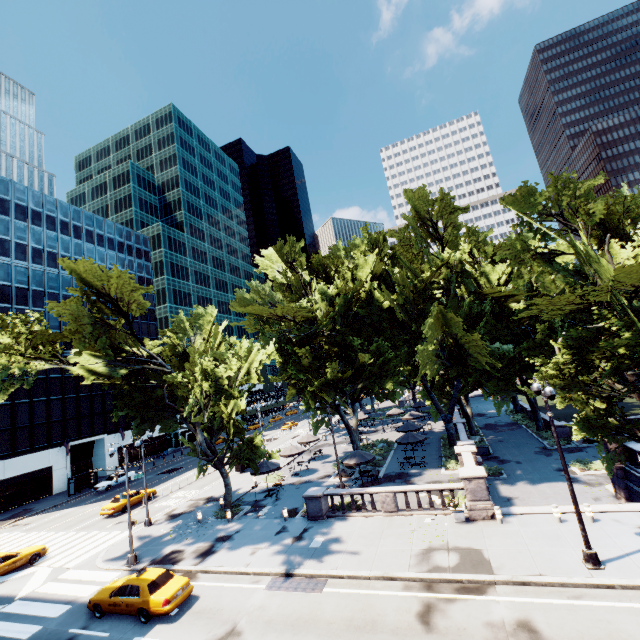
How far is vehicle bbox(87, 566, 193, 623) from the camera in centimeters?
1441cm

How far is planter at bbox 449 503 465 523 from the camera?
17.8m

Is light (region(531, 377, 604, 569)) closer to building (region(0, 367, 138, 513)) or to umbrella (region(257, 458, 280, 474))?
umbrella (region(257, 458, 280, 474))

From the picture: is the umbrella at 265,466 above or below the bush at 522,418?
above

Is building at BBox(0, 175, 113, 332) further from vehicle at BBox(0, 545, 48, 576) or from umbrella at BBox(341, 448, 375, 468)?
umbrella at BBox(341, 448, 375, 468)

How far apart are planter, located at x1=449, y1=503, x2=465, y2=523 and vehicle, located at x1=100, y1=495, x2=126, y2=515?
29.80m

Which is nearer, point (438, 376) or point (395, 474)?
point (395, 474)

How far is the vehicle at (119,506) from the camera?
29.9m
